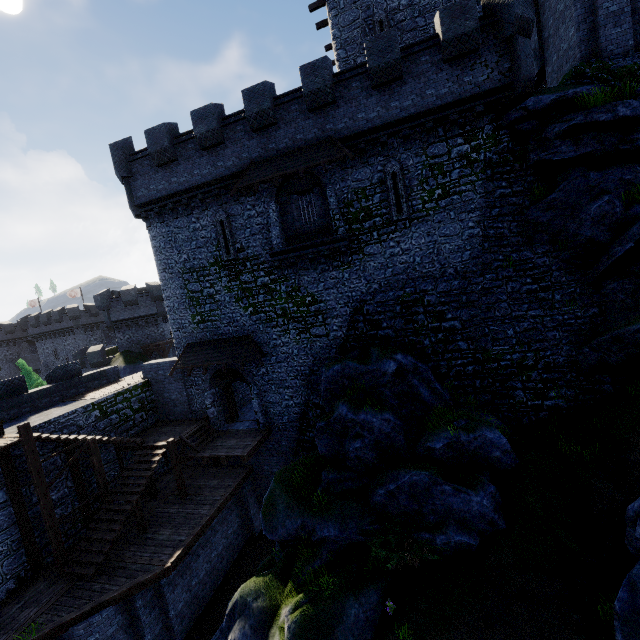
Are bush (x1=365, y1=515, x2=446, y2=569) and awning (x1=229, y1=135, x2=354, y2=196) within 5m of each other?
no

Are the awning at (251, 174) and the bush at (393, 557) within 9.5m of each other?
no

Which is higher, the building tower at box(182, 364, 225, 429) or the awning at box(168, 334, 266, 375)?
the awning at box(168, 334, 266, 375)

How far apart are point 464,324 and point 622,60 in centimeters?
1109cm

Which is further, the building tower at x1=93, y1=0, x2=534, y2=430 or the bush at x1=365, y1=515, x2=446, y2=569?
the building tower at x1=93, y1=0, x2=534, y2=430

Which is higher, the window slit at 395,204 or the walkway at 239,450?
the window slit at 395,204

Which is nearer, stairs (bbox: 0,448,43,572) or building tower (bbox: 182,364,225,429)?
stairs (bbox: 0,448,43,572)

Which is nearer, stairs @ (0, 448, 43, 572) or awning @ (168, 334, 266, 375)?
stairs @ (0, 448, 43, 572)
